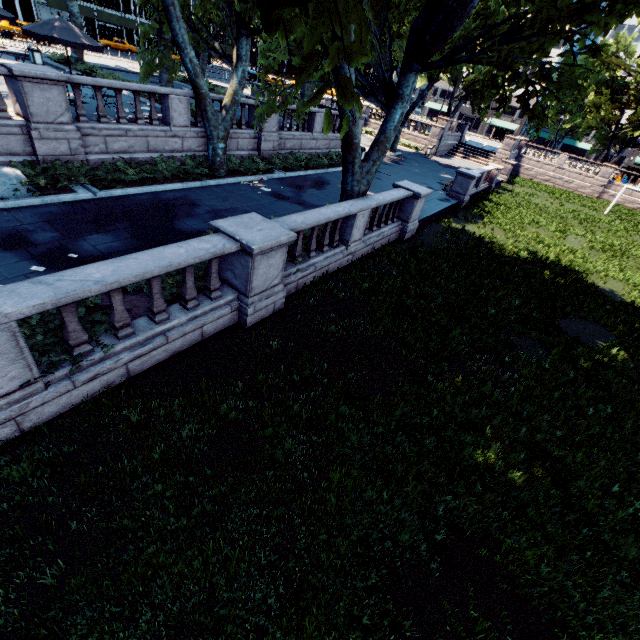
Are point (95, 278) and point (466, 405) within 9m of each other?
yes

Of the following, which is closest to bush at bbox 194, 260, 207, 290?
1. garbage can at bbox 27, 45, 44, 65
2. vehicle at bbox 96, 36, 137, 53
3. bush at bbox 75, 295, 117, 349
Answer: bush at bbox 75, 295, 117, 349

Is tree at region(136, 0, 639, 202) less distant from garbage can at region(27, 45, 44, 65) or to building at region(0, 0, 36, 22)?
garbage can at region(27, 45, 44, 65)

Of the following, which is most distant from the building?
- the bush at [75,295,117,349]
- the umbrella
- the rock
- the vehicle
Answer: the bush at [75,295,117,349]

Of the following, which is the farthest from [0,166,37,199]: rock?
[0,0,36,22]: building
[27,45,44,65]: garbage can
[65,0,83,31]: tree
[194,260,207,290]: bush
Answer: [0,0,36,22]: building

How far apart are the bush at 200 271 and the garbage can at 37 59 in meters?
23.9

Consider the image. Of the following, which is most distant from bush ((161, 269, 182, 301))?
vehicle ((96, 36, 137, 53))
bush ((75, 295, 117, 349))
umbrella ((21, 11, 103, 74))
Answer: vehicle ((96, 36, 137, 53))
